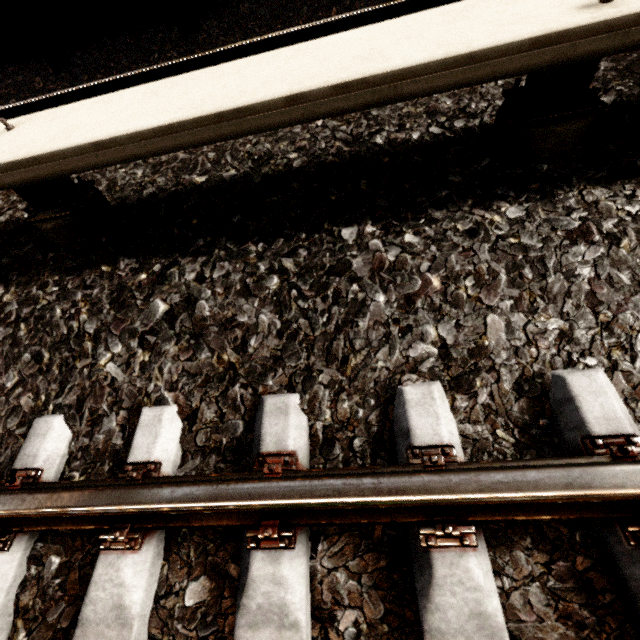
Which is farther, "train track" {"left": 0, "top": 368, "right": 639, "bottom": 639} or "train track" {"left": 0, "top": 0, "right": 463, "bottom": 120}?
"train track" {"left": 0, "top": 0, "right": 463, "bottom": 120}

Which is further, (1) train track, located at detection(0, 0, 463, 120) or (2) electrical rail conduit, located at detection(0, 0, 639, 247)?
(1) train track, located at detection(0, 0, 463, 120)

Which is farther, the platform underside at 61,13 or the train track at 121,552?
the platform underside at 61,13

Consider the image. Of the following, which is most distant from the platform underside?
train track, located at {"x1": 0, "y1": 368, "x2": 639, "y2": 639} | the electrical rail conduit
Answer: train track, located at {"x1": 0, "y1": 368, "x2": 639, "y2": 639}

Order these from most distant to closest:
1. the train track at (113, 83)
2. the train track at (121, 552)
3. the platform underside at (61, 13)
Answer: the platform underside at (61, 13), the train track at (113, 83), the train track at (121, 552)

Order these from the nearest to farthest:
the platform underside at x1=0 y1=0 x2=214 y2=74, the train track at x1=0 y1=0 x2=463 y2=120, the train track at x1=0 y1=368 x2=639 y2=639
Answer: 1. the train track at x1=0 y1=368 x2=639 y2=639
2. the train track at x1=0 y1=0 x2=463 y2=120
3. the platform underside at x1=0 y1=0 x2=214 y2=74

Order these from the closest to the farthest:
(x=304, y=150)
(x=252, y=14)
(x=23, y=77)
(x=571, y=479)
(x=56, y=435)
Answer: (x=571, y=479)
(x=56, y=435)
(x=304, y=150)
(x=252, y=14)
(x=23, y=77)

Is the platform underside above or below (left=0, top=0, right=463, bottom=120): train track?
above
